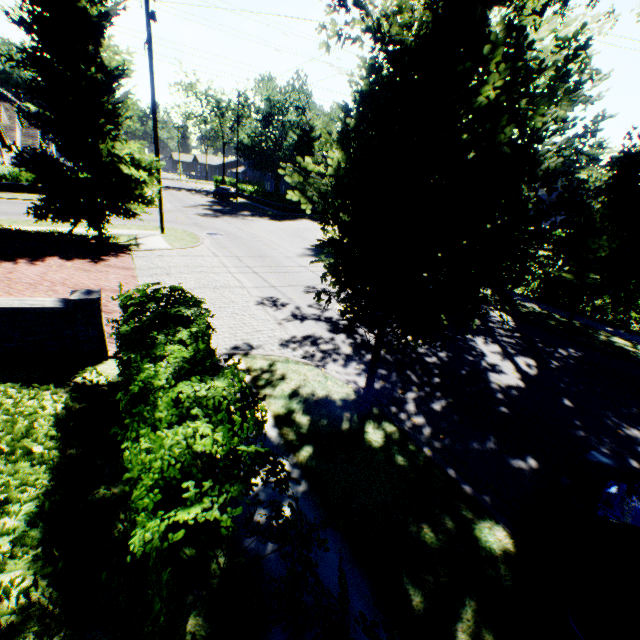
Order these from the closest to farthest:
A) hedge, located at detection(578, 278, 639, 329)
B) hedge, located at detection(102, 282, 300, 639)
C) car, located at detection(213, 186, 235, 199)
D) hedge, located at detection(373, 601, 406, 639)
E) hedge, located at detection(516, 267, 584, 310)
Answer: hedge, located at detection(373, 601, 406, 639)
hedge, located at detection(102, 282, 300, 639)
hedge, located at detection(578, 278, 639, 329)
hedge, located at detection(516, 267, 584, 310)
car, located at detection(213, 186, 235, 199)

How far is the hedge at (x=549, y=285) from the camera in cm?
1338

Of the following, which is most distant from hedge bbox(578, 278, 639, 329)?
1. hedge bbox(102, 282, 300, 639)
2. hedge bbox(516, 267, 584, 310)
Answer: hedge bbox(102, 282, 300, 639)

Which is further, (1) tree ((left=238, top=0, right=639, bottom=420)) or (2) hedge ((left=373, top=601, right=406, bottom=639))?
(1) tree ((left=238, top=0, right=639, bottom=420))

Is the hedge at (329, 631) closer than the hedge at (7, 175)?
Yes

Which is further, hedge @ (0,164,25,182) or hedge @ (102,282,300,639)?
hedge @ (0,164,25,182)

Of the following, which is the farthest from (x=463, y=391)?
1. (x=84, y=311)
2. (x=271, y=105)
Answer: (x=271, y=105)

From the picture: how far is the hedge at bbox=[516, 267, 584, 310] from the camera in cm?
1338
